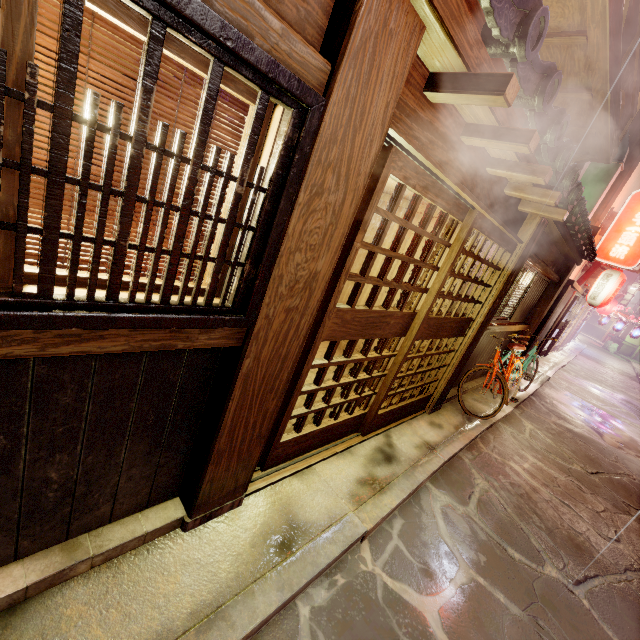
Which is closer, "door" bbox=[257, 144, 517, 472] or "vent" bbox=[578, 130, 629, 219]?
"door" bbox=[257, 144, 517, 472]

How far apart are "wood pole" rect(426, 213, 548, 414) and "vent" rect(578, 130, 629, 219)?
9.6m

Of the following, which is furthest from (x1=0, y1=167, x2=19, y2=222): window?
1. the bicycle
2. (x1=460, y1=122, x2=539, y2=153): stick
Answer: the bicycle

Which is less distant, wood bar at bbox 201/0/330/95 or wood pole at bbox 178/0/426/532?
wood bar at bbox 201/0/330/95

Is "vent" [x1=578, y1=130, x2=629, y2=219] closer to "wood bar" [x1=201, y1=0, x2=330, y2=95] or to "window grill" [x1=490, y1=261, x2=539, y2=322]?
"window grill" [x1=490, y1=261, x2=539, y2=322]

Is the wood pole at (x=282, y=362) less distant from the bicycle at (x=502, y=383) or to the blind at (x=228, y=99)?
the blind at (x=228, y=99)

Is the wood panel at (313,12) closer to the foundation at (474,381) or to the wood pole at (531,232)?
the wood pole at (531,232)

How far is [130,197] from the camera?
2.0m
